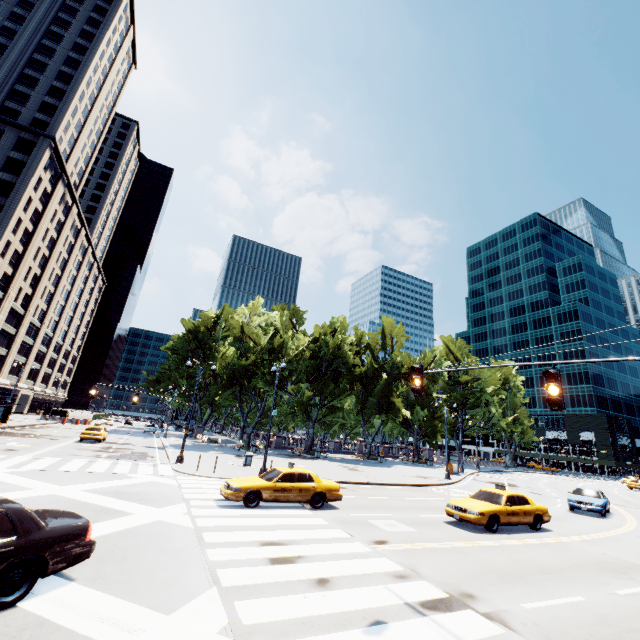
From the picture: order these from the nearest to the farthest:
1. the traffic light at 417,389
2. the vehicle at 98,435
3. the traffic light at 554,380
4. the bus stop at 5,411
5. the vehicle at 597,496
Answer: the traffic light at 554,380, the traffic light at 417,389, the vehicle at 597,496, the vehicle at 98,435, the bus stop at 5,411

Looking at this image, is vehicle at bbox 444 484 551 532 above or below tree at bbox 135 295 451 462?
below

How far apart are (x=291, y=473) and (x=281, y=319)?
34.0 meters

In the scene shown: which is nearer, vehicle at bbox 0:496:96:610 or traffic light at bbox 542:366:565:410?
vehicle at bbox 0:496:96:610

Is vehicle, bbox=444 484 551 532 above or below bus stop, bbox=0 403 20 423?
below

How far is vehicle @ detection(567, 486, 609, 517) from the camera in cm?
1986

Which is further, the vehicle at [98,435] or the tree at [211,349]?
the tree at [211,349]

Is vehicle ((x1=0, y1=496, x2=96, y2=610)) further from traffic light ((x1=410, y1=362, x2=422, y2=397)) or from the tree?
the tree
